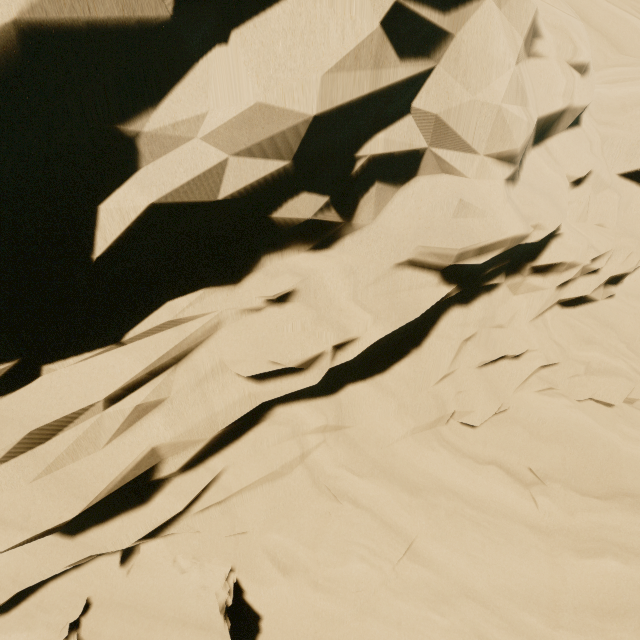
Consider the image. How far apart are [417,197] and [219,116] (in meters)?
3.34
